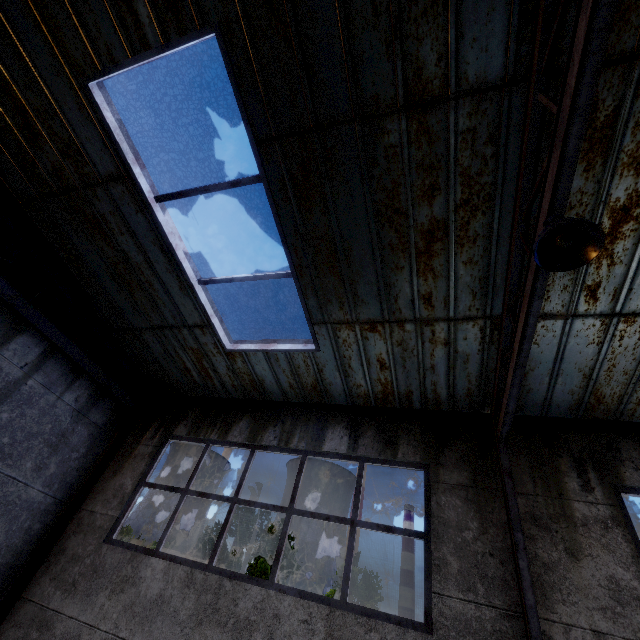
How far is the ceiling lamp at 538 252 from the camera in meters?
2.3 m

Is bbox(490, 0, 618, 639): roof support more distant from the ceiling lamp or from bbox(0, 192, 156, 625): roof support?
bbox(0, 192, 156, 625): roof support

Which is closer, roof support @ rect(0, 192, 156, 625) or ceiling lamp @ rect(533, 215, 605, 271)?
ceiling lamp @ rect(533, 215, 605, 271)

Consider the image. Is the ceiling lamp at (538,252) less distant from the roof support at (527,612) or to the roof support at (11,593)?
the roof support at (527,612)

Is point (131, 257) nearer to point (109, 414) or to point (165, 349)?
point (165, 349)

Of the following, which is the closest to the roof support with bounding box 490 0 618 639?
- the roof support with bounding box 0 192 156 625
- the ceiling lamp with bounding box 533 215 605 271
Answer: the ceiling lamp with bounding box 533 215 605 271
